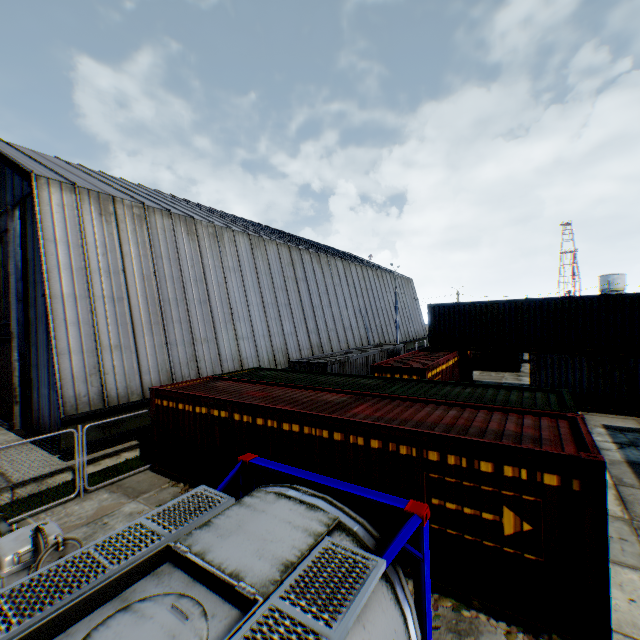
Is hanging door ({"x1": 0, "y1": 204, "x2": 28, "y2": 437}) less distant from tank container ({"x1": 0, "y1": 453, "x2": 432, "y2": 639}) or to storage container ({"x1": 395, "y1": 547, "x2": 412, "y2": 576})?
storage container ({"x1": 395, "y1": 547, "x2": 412, "y2": 576})

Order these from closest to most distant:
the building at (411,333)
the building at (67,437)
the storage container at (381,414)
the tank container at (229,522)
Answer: the tank container at (229,522)
the storage container at (381,414)
the building at (67,437)
the building at (411,333)

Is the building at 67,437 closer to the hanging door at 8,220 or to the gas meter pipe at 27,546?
the hanging door at 8,220

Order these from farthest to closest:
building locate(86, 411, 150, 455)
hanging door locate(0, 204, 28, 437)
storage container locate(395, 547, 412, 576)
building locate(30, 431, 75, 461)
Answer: hanging door locate(0, 204, 28, 437), building locate(86, 411, 150, 455), building locate(30, 431, 75, 461), storage container locate(395, 547, 412, 576)

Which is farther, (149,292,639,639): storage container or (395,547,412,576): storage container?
(395,547,412,576): storage container

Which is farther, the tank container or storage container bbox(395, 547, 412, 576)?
storage container bbox(395, 547, 412, 576)

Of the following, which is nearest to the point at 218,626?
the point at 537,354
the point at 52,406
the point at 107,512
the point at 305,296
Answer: the point at 107,512

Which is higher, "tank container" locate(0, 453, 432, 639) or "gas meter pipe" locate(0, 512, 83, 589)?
"tank container" locate(0, 453, 432, 639)
